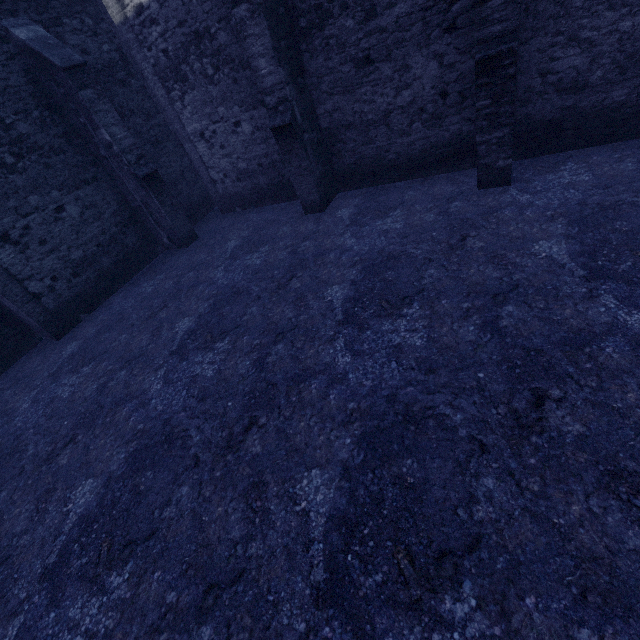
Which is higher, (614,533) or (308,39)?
(308,39)
